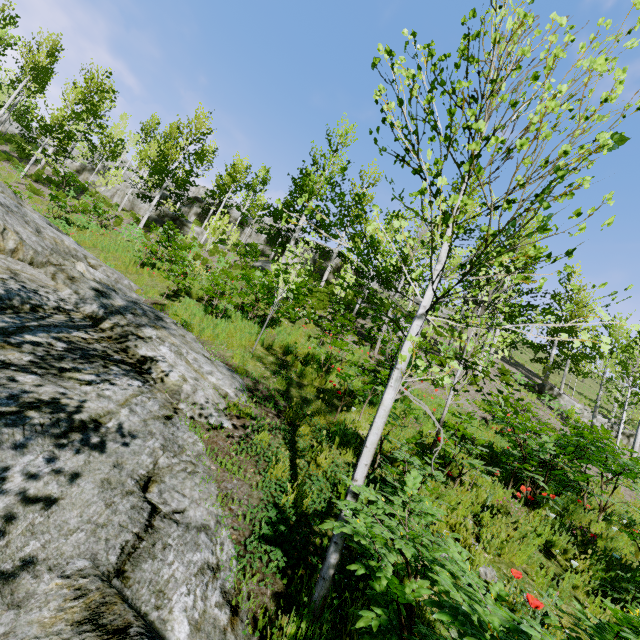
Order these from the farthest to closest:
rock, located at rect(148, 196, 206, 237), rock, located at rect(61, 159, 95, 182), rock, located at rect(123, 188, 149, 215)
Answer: rock, located at rect(61, 159, 95, 182) < rock, located at rect(123, 188, 149, 215) < rock, located at rect(148, 196, 206, 237)

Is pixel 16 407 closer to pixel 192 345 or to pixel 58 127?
pixel 192 345

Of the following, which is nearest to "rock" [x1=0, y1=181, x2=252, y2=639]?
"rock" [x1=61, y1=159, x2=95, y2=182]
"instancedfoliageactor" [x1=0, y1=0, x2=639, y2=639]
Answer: "instancedfoliageactor" [x1=0, y1=0, x2=639, y2=639]

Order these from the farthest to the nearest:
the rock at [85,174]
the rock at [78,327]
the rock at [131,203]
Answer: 1. the rock at [85,174]
2. the rock at [131,203]
3. the rock at [78,327]

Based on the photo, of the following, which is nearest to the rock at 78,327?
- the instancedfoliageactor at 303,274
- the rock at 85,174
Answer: the instancedfoliageactor at 303,274

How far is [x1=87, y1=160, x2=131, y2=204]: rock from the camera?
26.88m
